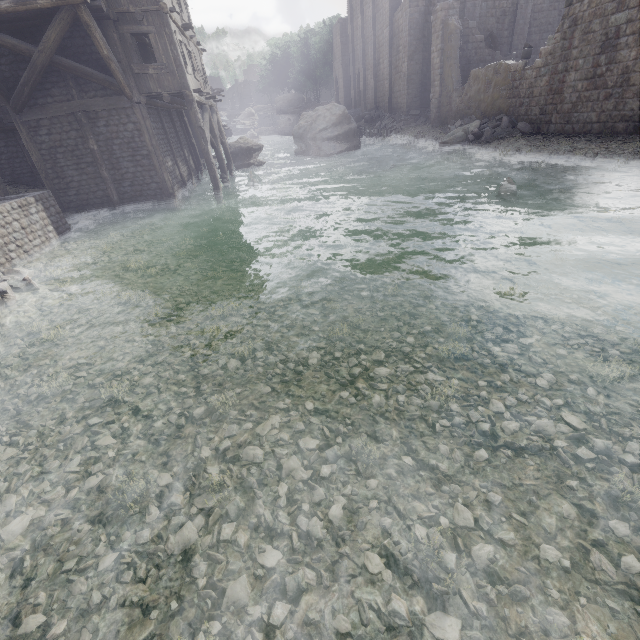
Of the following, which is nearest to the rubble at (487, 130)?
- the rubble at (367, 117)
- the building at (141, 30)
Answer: the building at (141, 30)

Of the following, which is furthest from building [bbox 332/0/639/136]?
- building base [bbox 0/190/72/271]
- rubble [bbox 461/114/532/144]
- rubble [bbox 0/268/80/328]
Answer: rubble [bbox 0/268/80/328]

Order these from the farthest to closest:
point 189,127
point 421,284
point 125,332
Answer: point 189,127, point 421,284, point 125,332

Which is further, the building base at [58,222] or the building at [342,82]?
the building at [342,82]

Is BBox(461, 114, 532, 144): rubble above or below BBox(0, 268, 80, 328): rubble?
above

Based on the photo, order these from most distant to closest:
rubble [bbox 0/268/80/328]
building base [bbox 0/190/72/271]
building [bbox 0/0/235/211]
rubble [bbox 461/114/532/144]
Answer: rubble [bbox 461/114/532/144] < building [bbox 0/0/235/211] < building base [bbox 0/190/72/271] < rubble [bbox 0/268/80/328]

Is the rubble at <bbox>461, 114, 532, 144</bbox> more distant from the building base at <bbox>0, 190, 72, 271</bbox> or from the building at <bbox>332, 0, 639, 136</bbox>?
the building base at <bbox>0, 190, 72, 271</bbox>

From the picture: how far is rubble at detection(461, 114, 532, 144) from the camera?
17.9 meters
